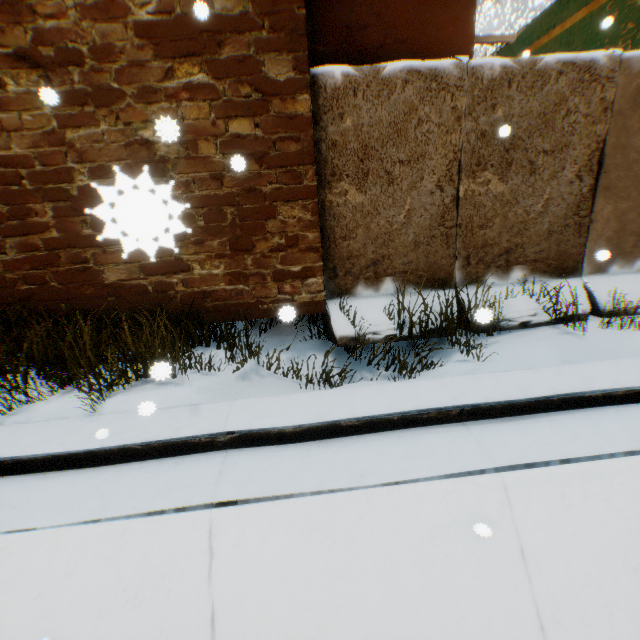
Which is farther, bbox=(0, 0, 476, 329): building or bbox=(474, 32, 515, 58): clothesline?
bbox=(474, 32, 515, 58): clothesline

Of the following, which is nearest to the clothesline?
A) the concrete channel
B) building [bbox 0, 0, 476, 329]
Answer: building [bbox 0, 0, 476, 329]

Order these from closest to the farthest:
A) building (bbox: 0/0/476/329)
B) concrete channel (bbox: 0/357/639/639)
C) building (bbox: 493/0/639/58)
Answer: concrete channel (bbox: 0/357/639/639)
building (bbox: 0/0/476/329)
building (bbox: 493/0/639/58)

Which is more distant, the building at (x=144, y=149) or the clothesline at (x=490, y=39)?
the clothesline at (x=490, y=39)

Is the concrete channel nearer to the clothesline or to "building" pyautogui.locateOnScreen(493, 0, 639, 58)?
"building" pyautogui.locateOnScreen(493, 0, 639, 58)

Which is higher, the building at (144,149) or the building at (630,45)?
the building at (630,45)

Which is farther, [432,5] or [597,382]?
[432,5]
